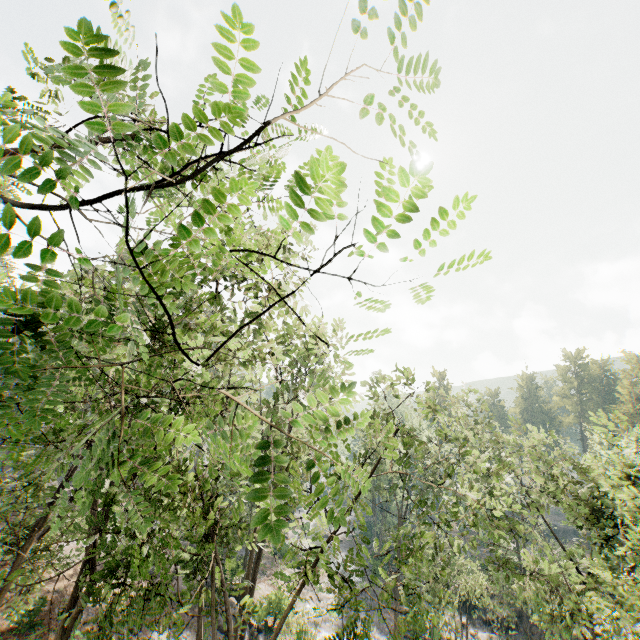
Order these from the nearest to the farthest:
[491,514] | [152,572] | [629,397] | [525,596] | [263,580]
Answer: [525,596], [491,514], [152,572], [263,580], [629,397]

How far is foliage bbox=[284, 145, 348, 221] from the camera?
1.19m

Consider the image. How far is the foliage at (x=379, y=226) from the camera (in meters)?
1.27

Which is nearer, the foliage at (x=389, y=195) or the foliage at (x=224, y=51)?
the foliage at (x=389, y=195)

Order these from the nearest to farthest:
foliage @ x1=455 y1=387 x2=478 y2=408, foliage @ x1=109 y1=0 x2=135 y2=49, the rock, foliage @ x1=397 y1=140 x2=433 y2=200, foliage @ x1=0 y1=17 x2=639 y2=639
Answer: foliage @ x1=397 y1=140 x2=433 y2=200, foliage @ x1=0 y1=17 x2=639 y2=639, foliage @ x1=109 y1=0 x2=135 y2=49, foliage @ x1=455 y1=387 x2=478 y2=408, the rock
